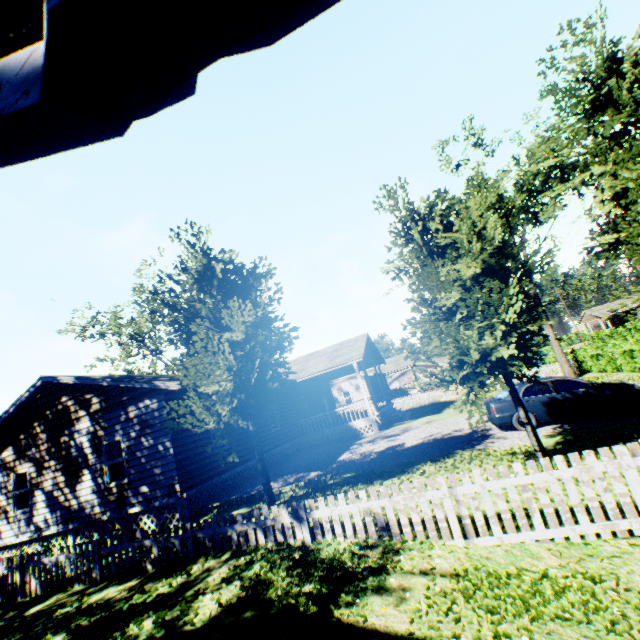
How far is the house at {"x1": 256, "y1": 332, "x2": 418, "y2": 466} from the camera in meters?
18.7 m

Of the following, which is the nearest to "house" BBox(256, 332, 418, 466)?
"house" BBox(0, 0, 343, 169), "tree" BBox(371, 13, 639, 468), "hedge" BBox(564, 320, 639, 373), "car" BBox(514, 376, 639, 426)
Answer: "tree" BBox(371, 13, 639, 468)

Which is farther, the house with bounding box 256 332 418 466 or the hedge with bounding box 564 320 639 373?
the hedge with bounding box 564 320 639 373

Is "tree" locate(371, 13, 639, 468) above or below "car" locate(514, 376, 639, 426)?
above

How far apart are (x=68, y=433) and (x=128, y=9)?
16.2m

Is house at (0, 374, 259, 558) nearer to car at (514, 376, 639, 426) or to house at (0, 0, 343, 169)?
Result: car at (514, 376, 639, 426)

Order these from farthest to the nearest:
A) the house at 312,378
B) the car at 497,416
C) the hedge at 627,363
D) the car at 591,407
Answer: the hedge at 627,363 → the house at 312,378 → the car at 497,416 → the car at 591,407

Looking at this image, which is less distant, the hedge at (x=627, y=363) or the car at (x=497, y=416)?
the car at (x=497, y=416)
